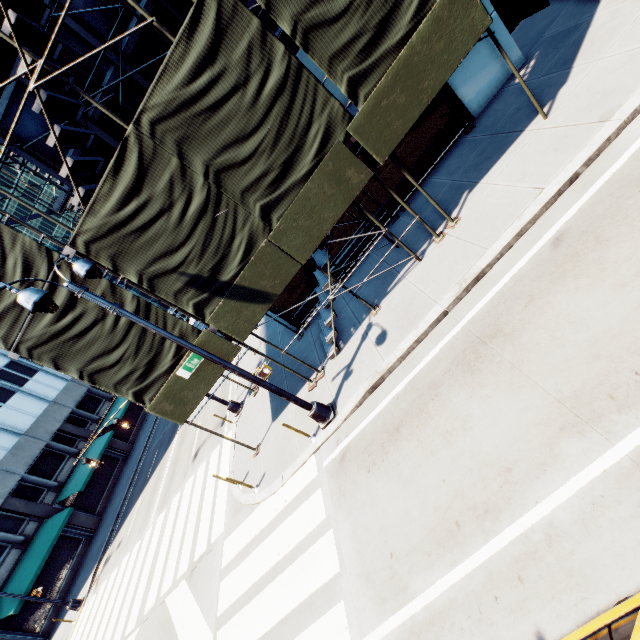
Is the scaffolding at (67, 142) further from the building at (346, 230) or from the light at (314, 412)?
the light at (314, 412)

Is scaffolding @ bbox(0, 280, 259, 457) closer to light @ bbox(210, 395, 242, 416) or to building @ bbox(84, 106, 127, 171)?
building @ bbox(84, 106, 127, 171)

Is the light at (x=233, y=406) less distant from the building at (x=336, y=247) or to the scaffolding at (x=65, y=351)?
the scaffolding at (x=65, y=351)

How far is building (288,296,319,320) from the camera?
13.4m

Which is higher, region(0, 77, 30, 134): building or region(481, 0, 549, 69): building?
region(0, 77, 30, 134): building

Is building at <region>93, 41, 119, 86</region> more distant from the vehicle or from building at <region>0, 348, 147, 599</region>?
building at <region>0, 348, 147, 599</region>

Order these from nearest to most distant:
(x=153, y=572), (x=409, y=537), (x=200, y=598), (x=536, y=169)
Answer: (x=409, y=537), (x=536, y=169), (x=200, y=598), (x=153, y=572)

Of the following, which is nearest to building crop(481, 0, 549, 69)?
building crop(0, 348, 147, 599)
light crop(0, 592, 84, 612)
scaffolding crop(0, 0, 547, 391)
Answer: scaffolding crop(0, 0, 547, 391)
